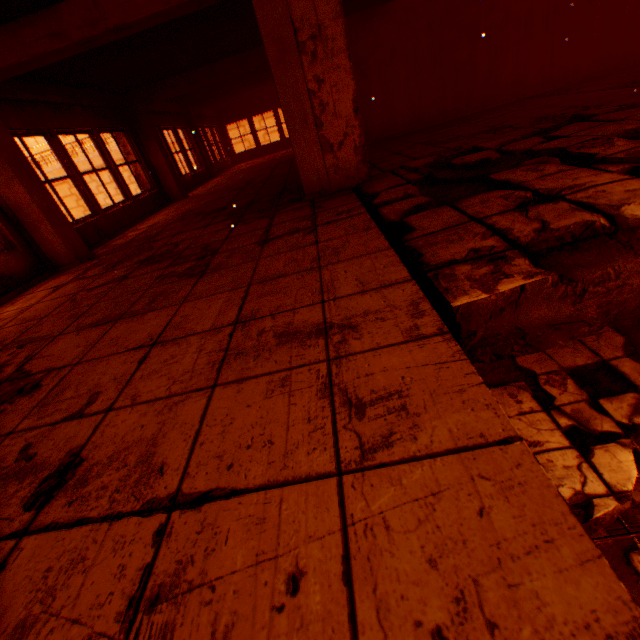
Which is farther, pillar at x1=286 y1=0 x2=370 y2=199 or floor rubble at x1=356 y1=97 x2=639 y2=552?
pillar at x1=286 y1=0 x2=370 y2=199

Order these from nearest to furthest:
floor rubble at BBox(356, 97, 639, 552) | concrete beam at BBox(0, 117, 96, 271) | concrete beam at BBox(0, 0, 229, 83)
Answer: floor rubble at BBox(356, 97, 639, 552) → concrete beam at BBox(0, 0, 229, 83) → concrete beam at BBox(0, 117, 96, 271)

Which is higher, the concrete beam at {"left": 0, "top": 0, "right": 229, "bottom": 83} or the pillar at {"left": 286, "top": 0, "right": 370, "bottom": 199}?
the concrete beam at {"left": 0, "top": 0, "right": 229, "bottom": 83}

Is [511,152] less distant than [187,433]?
No

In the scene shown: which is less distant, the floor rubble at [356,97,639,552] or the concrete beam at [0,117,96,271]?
the floor rubble at [356,97,639,552]

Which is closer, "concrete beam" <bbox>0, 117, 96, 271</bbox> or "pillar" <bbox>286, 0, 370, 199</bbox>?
"pillar" <bbox>286, 0, 370, 199</bbox>

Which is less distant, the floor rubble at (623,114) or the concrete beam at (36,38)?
the floor rubble at (623,114)

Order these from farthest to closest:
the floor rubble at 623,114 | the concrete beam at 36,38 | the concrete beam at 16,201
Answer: the concrete beam at 16,201 → the concrete beam at 36,38 → the floor rubble at 623,114
